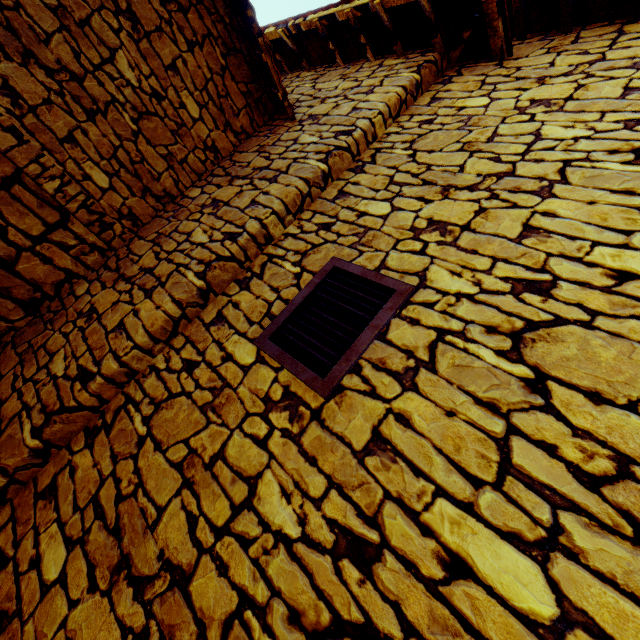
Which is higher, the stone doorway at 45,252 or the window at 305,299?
the window at 305,299

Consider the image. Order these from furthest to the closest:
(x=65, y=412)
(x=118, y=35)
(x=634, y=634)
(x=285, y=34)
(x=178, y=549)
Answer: (x=285, y=34), (x=118, y=35), (x=65, y=412), (x=178, y=549), (x=634, y=634)

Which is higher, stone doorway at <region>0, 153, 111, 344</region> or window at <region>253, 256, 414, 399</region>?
window at <region>253, 256, 414, 399</region>

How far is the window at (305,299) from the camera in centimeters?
149cm

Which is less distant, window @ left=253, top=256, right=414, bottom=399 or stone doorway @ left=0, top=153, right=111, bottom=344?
window @ left=253, top=256, right=414, bottom=399

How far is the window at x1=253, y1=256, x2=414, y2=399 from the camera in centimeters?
149cm
